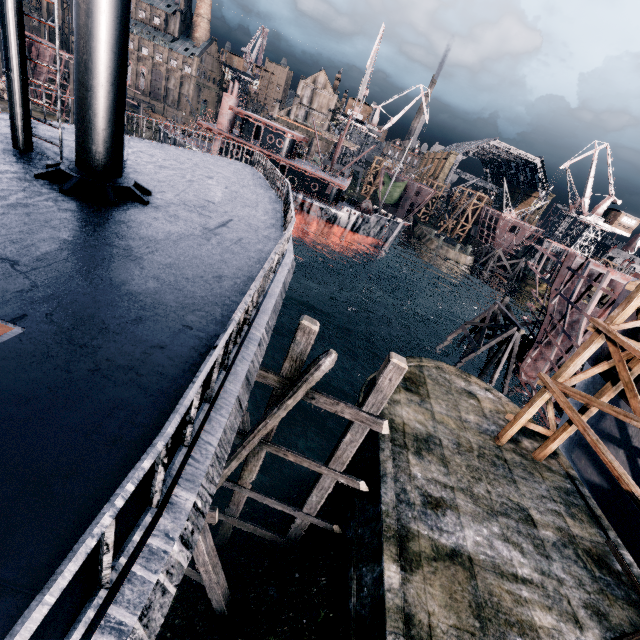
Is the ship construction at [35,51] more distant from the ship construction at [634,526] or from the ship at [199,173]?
the ship construction at [634,526]

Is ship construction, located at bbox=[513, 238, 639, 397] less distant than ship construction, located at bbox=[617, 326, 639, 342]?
No

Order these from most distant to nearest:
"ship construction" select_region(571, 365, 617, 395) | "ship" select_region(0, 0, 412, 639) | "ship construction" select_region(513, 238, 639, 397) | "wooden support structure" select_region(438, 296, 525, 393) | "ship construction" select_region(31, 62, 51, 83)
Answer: "ship construction" select_region(31, 62, 51, 83) < "wooden support structure" select_region(438, 296, 525, 393) < "ship construction" select_region(513, 238, 639, 397) < "ship construction" select_region(571, 365, 617, 395) < "ship" select_region(0, 0, 412, 639)

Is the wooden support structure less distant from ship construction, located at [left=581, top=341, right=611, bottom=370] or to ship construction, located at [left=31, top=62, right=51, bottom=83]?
ship construction, located at [left=581, top=341, right=611, bottom=370]

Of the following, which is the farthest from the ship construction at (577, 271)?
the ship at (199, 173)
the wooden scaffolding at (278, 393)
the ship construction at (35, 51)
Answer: the ship construction at (35, 51)

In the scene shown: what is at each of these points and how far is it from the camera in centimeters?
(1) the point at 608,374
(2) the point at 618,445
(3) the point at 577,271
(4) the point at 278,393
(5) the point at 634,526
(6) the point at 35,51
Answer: (1) ship construction, 1681cm
(2) ship construction, 1567cm
(3) ship construction, 2392cm
(4) wooden scaffolding, 994cm
(5) ship construction, 1447cm
(6) ship construction, 4700cm

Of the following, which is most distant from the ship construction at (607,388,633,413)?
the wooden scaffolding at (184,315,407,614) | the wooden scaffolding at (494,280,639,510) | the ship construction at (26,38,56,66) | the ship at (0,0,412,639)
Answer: the ship construction at (26,38,56,66)

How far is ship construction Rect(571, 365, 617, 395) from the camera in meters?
16.6 m
